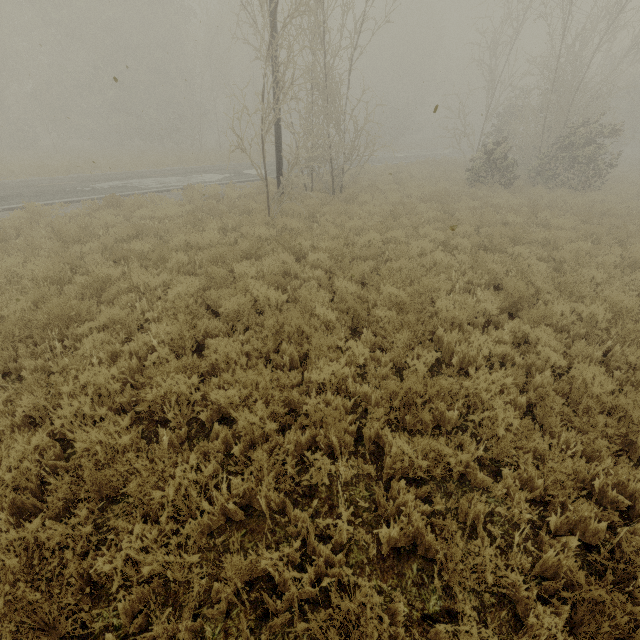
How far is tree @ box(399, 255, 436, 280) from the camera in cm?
731

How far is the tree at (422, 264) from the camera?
7.31m

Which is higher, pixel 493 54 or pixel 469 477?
pixel 493 54
